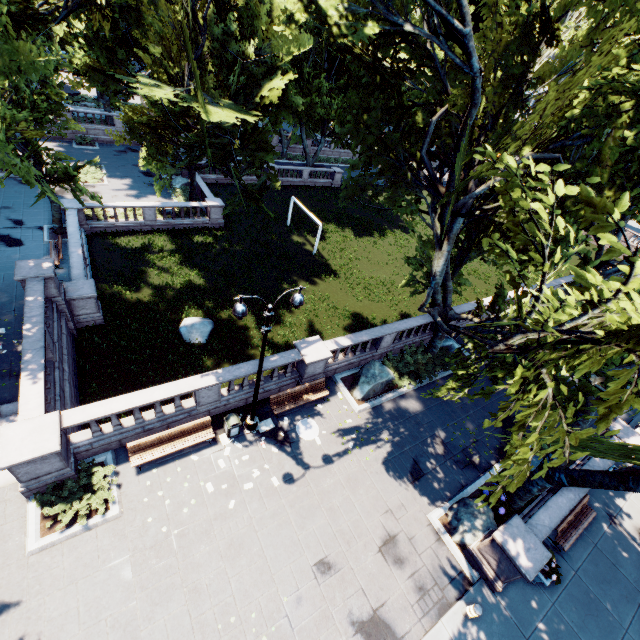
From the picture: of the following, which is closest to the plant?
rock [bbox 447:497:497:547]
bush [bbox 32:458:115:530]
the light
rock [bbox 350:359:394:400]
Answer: rock [bbox 447:497:497:547]

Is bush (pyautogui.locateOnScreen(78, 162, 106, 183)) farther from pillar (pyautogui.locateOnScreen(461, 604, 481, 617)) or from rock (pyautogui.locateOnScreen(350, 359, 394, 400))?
pillar (pyautogui.locateOnScreen(461, 604, 481, 617))

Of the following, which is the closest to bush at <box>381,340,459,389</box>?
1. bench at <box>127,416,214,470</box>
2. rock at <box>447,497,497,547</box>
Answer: rock at <box>447,497,497,547</box>

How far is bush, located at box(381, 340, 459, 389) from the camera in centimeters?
1770cm

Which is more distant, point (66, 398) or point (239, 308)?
point (66, 398)

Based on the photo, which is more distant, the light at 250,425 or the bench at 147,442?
the bench at 147,442

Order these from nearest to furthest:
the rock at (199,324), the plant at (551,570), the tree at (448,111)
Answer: the tree at (448,111) → the plant at (551,570) → the rock at (199,324)

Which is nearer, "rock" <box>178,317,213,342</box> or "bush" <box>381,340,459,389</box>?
"bush" <box>381,340,459,389</box>
